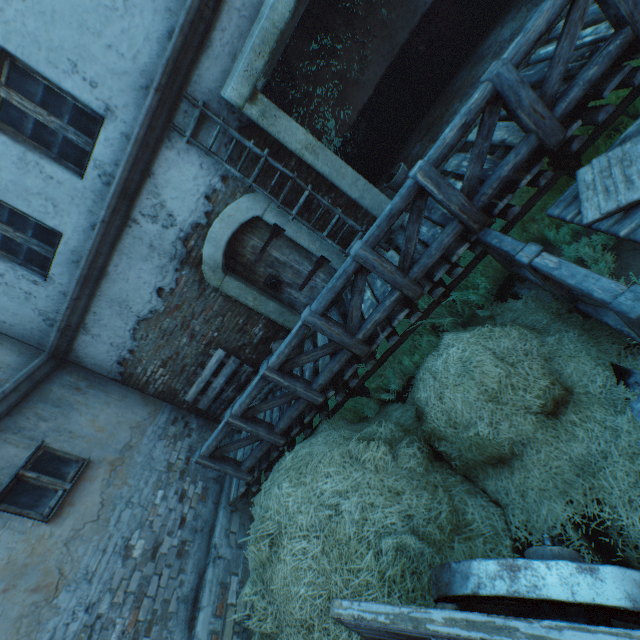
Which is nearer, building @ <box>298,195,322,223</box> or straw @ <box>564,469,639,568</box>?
straw @ <box>564,469,639,568</box>

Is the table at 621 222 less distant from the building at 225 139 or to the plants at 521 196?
the plants at 521 196

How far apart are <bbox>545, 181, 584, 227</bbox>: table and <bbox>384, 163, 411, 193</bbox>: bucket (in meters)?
2.40

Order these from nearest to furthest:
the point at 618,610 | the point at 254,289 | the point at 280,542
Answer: the point at 618,610 < the point at 280,542 < the point at 254,289

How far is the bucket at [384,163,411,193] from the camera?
5.2 meters

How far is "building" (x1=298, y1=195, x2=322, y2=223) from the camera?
5.3 meters

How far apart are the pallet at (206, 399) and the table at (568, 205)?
5.24m
